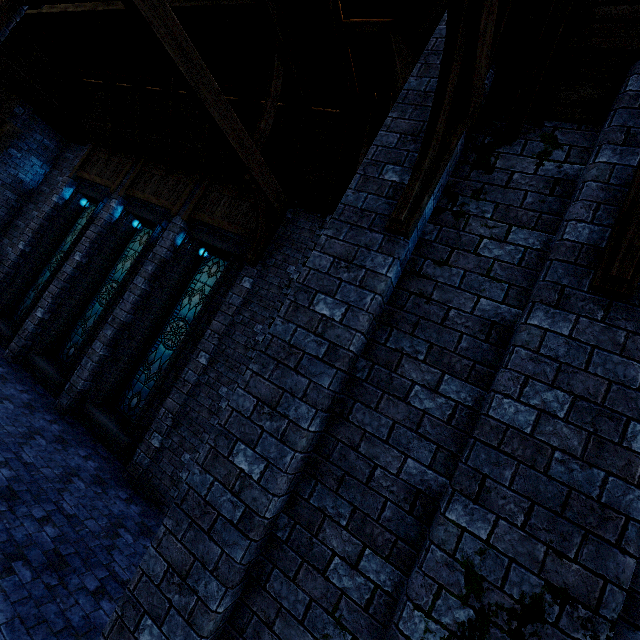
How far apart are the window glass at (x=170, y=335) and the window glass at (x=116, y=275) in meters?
1.9 m

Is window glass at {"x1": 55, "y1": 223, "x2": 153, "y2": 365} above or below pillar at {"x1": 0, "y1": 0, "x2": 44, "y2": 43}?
below

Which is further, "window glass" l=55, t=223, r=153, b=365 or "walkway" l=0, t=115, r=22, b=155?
"walkway" l=0, t=115, r=22, b=155

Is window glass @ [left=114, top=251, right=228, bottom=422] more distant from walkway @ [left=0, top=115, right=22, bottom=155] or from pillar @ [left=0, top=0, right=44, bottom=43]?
walkway @ [left=0, top=115, right=22, bottom=155]

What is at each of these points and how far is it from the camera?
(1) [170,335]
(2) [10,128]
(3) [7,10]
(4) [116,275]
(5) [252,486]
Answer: (1) window glass, 8.2 meters
(2) walkway, 10.3 meters
(3) pillar, 4.6 meters
(4) window glass, 9.6 meters
(5) building, 2.6 meters

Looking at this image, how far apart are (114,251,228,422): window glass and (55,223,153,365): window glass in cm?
188

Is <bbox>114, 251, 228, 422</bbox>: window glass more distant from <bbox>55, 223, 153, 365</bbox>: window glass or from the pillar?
the pillar

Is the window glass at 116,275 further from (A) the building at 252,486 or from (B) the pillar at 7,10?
(B) the pillar at 7,10
